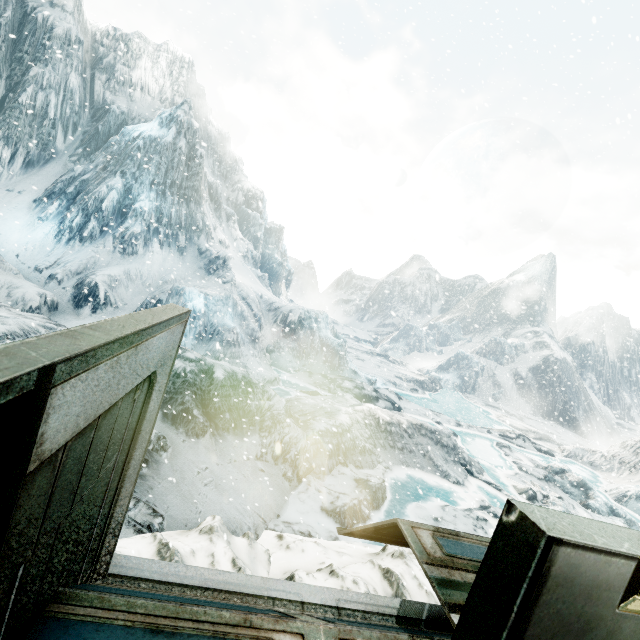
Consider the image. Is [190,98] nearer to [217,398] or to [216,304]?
[216,304]
